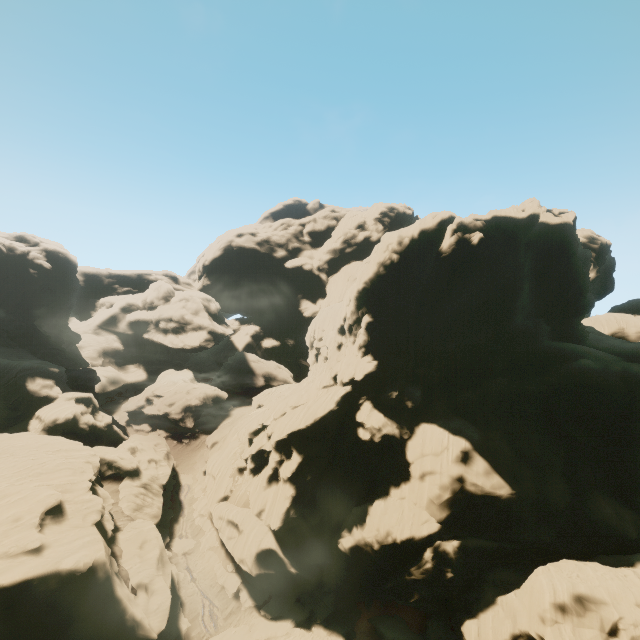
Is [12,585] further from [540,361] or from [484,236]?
[540,361]

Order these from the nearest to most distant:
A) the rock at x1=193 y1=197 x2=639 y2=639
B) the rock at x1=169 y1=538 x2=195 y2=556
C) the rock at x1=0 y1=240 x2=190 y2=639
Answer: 1. the rock at x1=0 y1=240 x2=190 y2=639
2. the rock at x1=193 y1=197 x2=639 y2=639
3. the rock at x1=169 y1=538 x2=195 y2=556

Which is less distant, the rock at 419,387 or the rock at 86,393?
the rock at 86,393

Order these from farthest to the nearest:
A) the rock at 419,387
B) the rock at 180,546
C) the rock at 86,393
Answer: the rock at 180,546, the rock at 419,387, the rock at 86,393

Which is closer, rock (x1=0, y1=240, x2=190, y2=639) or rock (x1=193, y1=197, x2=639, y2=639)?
rock (x1=0, y1=240, x2=190, y2=639)

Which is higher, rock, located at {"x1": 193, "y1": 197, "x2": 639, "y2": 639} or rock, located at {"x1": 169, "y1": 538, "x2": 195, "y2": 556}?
rock, located at {"x1": 193, "y1": 197, "x2": 639, "y2": 639}
